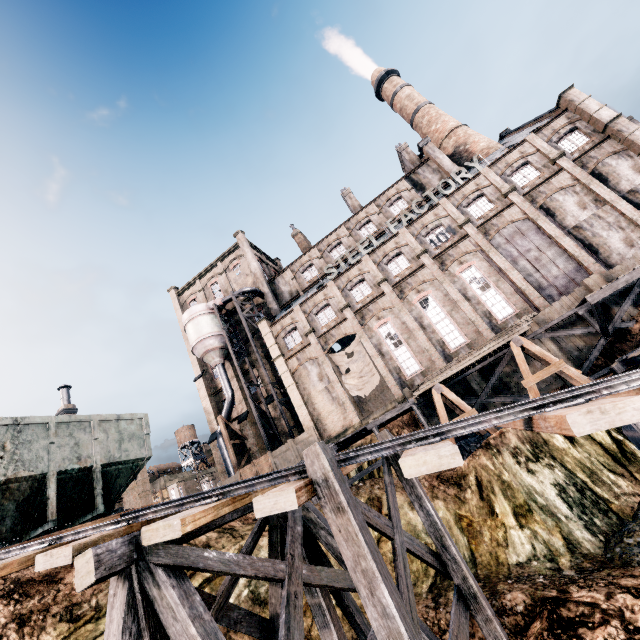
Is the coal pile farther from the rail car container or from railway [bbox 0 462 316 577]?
the rail car container

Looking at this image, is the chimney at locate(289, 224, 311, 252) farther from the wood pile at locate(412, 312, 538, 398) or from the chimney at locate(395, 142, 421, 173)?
the wood pile at locate(412, 312, 538, 398)

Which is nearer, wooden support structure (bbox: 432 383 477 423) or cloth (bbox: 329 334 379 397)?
wooden support structure (bbox: 432 383 477 423)

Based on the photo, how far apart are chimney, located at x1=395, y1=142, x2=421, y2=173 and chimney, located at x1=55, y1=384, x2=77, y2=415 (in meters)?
52.74

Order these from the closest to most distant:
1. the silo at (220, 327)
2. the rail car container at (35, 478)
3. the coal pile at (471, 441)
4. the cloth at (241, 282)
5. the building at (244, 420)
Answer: the rail car container at (35, 478)
the coal pile at (471, 441)
the silo at (220, 327)
the building at (244, 420)
the cloth at (241, 282)

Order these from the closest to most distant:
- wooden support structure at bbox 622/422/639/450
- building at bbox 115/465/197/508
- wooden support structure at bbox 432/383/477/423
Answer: wooden support structure at bbox 622/422/639/450 < wooden support structure at bbox 432/383/477/423 < building at bbox 115/465/197/508

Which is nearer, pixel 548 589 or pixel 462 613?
pixel 462 613

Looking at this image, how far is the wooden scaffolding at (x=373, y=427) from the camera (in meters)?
20.11
